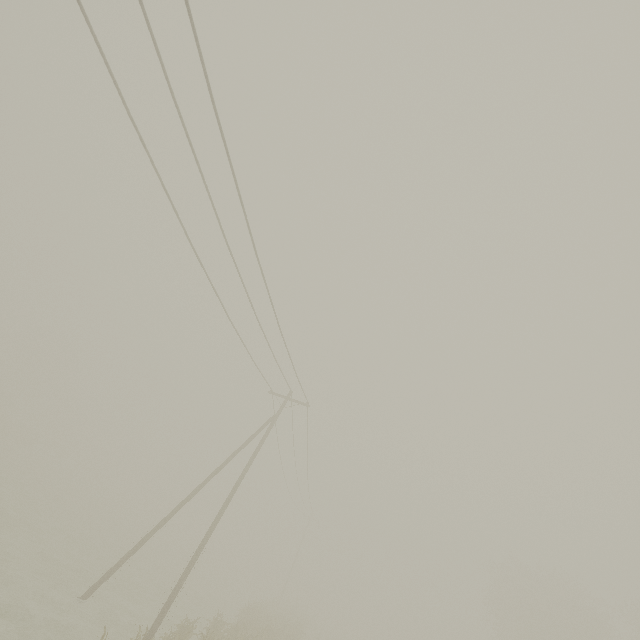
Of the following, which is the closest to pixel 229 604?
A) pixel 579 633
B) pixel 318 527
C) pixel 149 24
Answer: pixel 318 527

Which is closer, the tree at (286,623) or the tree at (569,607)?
the tree at (286,623)

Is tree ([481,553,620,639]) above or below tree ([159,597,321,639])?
above

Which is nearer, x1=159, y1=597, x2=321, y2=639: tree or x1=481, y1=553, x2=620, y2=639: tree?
x1=159, y1=597, x2=321, y2=639: tree

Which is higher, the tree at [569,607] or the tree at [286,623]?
the tree at [569,607]
